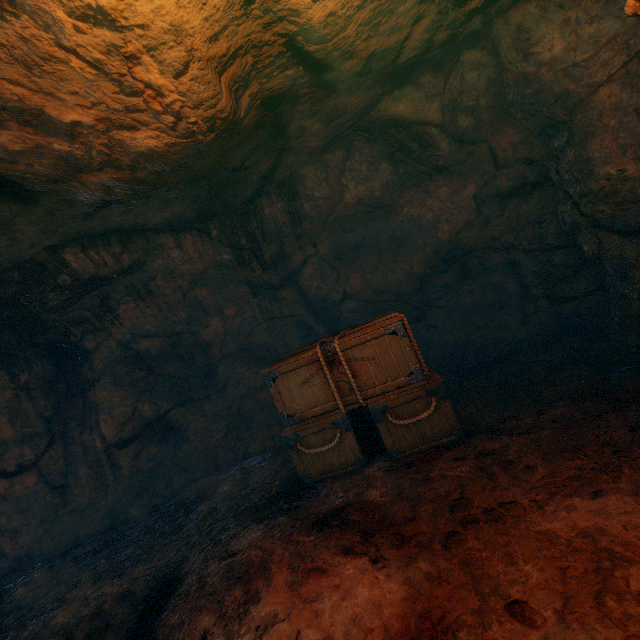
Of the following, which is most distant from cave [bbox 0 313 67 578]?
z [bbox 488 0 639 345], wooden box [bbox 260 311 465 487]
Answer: z [bbox 488 0 639 345]

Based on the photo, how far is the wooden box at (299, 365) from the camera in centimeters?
400cm

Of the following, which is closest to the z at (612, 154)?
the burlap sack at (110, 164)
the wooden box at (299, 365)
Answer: the burlap sack at (110, 164)

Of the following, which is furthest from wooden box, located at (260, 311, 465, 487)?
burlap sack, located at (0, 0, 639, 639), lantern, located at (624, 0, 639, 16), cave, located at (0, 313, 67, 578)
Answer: cave, located at (0, 313, 67, 578)

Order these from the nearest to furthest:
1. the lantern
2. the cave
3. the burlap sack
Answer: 1. the lantern
2. the burlap sack
3. the cave

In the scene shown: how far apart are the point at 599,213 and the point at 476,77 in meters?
2.8 m

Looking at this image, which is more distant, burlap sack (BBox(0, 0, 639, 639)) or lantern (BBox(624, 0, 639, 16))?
burlap sack (BBox(0, 0, 639, 639))

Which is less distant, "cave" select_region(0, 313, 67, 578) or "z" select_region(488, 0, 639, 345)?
"z" select_region(488, 0, 639, 345)
